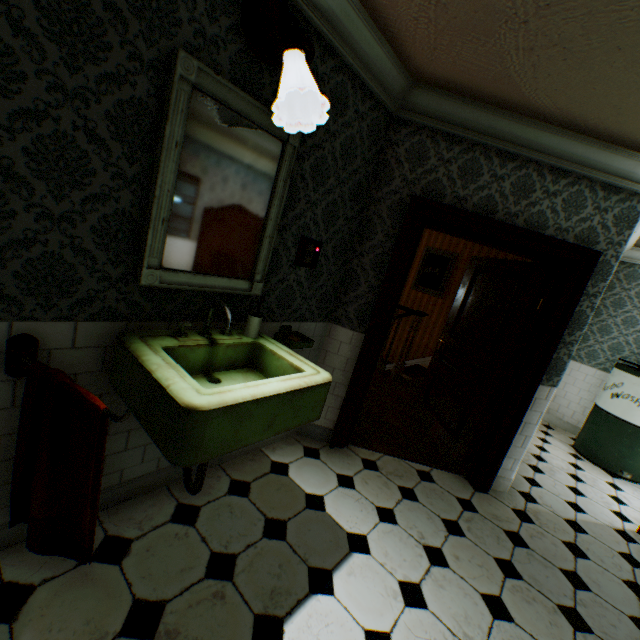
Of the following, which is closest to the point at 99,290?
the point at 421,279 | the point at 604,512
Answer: the point at 604,512

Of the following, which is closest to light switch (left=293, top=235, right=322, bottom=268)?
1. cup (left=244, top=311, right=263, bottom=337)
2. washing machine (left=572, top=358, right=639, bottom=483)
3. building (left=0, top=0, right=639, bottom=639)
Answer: building (left=0, top=0, right=639, bottom=639)

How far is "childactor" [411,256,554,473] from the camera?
3.08m

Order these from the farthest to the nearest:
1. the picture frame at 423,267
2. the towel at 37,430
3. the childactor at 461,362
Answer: the picture frame at 423,267
the childactor at 461,362
the towel at 37,430

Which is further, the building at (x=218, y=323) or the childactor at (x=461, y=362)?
the childactor at (x=461, y=362)

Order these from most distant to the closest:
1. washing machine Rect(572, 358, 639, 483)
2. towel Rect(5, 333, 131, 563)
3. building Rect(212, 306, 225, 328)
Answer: washing machine Rect(572, 358, 639, 483) < building Rect(212, 306, 225, 328) < towel Rect(5, 333, 131, 563)

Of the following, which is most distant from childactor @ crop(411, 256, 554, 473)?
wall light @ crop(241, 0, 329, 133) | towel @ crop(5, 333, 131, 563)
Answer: towel @ crop(5, 333, 131, 563)

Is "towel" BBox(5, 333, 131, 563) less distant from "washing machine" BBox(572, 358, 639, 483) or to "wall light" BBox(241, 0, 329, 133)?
"wall light" BBox(241, 0, 329, 133)
